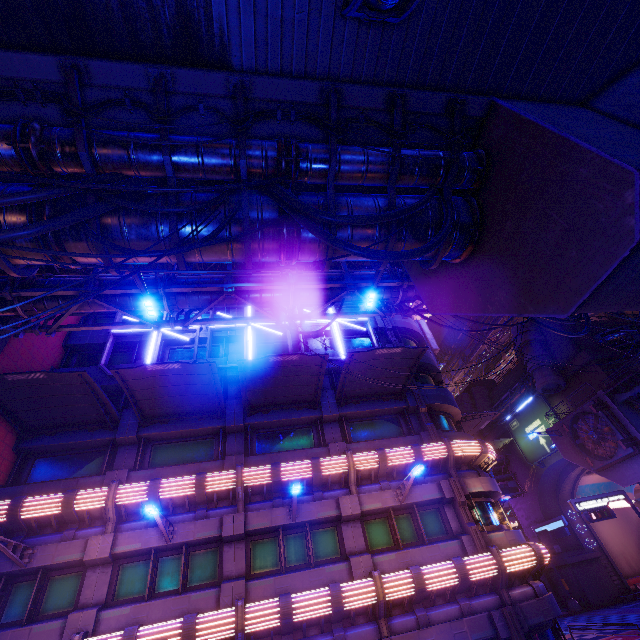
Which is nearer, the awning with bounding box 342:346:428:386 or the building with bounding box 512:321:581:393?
the awning with bounding box 342:346:428:386

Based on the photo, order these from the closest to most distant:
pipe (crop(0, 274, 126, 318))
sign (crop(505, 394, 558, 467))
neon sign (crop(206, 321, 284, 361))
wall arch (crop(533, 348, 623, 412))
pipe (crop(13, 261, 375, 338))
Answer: pipe (crop(0, 274, 126, 318))
pipe (crop(13, 261, 375, 338))
neon sign (crop(206, 321, 284, 361))
wall arch (crop(533, 348, 623, 412))
sign (crop(505, 394, 558, 467))

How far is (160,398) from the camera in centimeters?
1505cm

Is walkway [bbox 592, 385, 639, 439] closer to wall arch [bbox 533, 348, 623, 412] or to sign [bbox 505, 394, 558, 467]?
wall arch [bbox 533, 348, 623, 412]

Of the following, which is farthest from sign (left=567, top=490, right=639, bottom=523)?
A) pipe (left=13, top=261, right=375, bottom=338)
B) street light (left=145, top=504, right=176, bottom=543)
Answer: street light (left=145, top=504, right=176, bottom=543)

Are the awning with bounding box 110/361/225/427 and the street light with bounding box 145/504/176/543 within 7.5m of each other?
yes

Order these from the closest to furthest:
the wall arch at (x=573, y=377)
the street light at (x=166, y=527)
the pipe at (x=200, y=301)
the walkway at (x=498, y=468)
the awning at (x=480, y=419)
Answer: the street light at (x=166, y=527) < the pipe at (x=200, y=301) < the awning at (x=480, y=419) < the wall arch at (x=573, y=377) < the walkway at (x=498, y=468)

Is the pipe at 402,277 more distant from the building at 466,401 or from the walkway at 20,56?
the building at 466,401
